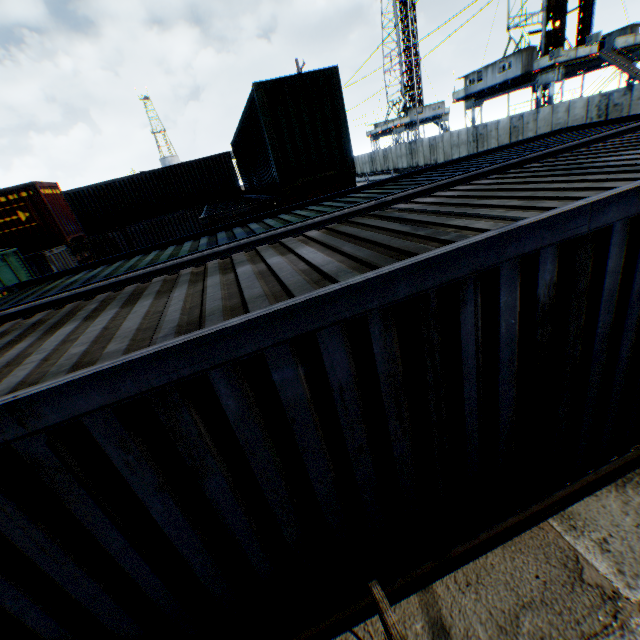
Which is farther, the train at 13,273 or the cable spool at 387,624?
the train at 13,273

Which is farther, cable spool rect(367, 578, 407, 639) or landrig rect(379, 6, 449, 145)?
landrig rect(379, 6, 449, 145)

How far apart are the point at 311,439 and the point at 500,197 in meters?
2.9

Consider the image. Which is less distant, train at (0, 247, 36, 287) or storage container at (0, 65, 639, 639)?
storage container at (0, 65, 639, 639)

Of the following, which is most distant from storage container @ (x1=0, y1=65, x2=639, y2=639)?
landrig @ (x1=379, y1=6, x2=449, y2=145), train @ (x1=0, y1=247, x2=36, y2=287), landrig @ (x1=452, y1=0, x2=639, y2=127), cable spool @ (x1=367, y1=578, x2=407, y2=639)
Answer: landrig @ (x1=379, y1=6, x2=449, y2=145)

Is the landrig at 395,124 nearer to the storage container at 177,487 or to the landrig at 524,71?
the landrig at 524,71

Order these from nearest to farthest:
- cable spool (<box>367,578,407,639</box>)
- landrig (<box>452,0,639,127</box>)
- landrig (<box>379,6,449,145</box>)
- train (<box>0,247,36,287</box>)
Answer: cable spool (<box>367,578,407,639</box>) < train (<box>0,247,36,287</box>) < landrig (<box>452,0,639,127</box>) < landrig (<box>379,6,449,145</box>)

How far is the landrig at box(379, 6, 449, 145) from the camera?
53.6 meters
